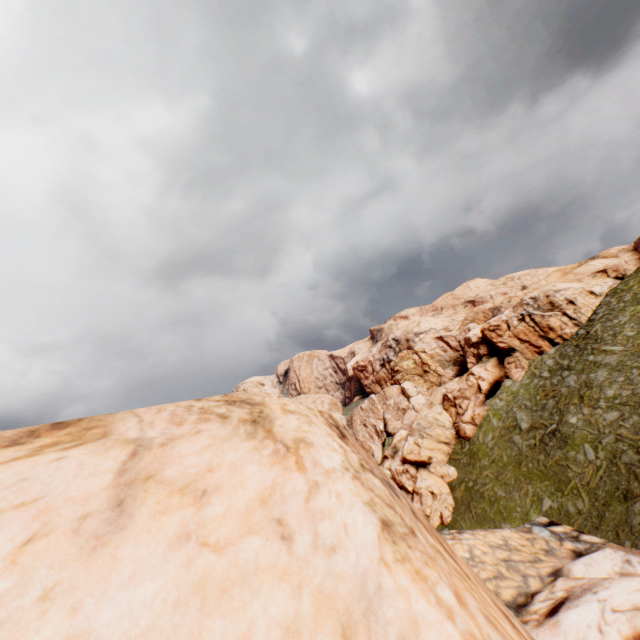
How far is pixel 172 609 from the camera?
2.28m
